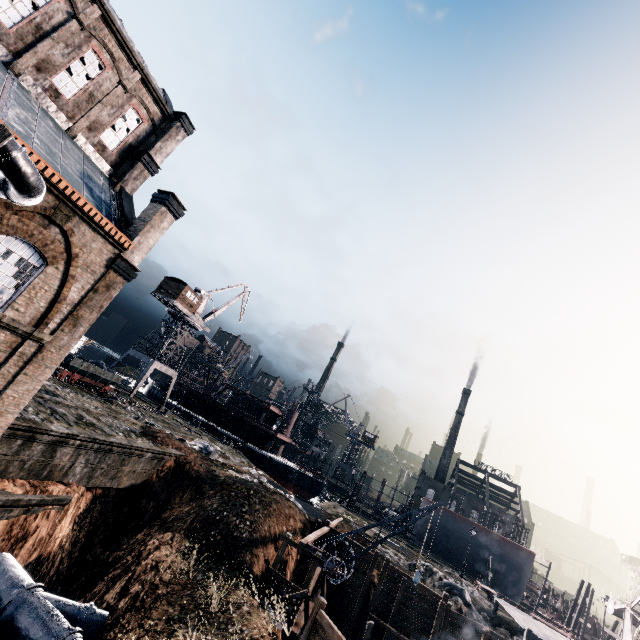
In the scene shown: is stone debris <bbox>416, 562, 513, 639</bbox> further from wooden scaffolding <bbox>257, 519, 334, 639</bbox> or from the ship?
the ship

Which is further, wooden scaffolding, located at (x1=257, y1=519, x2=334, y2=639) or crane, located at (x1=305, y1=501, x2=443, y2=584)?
crane, located at (x1=305, y1=501, x2=443, y2=584)

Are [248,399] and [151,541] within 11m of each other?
no

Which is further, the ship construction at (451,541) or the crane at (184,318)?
the crane at (184,318)

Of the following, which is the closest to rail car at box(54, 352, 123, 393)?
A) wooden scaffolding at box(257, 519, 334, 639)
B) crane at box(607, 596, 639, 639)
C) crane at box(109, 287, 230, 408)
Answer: crane at box(109, 287, 230, 408)

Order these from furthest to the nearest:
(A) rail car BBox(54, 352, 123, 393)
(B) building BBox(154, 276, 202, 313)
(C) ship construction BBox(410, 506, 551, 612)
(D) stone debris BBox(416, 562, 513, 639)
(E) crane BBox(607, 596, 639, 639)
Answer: (B) building BBox(154, 276, 202, 313) < (C) ship construction BBox(410, 506, 551, 612) < (A) rail car BBox(54, 352, 123, 393) < (D) stone debris BBox(416, 562, 513, 639) < (E) crane BBox(607, 596, 639, 639)

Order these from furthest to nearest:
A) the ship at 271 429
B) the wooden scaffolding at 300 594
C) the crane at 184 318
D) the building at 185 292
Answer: the ship at 271 429 → the building at 185 292 → the crane at 184 318 → the wooden scaffolding at 300 594

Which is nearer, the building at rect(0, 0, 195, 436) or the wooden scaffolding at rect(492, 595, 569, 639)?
the building at rect(0, 0, 195, 436)
